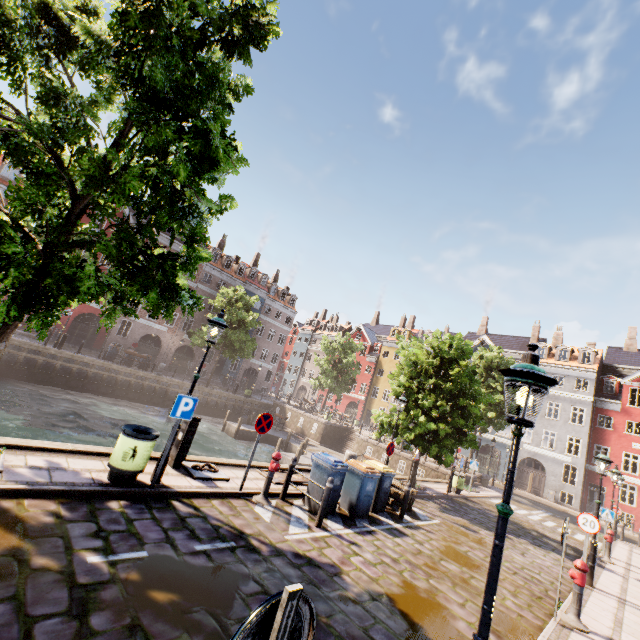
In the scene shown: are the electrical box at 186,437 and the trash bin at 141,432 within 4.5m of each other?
yes

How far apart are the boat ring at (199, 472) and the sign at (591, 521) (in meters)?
10.43

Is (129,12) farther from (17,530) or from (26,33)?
(17,530)

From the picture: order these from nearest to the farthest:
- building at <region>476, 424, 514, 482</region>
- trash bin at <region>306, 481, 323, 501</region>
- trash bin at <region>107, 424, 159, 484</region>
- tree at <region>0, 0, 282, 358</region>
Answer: tree at <region>0, 0, 282, 358</region> → trash bin at <region>107, 424, 159, 484</region> → trash bin at <region>306, 481, 323, 501</region> → building at <region>476, 424, 514, 482</region>

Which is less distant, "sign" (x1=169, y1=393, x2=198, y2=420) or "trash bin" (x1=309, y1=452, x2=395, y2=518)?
"sign" (x1=169, y1=393, x2=198, y2=420)

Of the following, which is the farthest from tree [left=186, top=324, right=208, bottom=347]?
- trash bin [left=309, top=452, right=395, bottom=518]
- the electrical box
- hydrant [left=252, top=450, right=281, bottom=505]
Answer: trash bin [left=309, top=452, right=395, bottom=518]

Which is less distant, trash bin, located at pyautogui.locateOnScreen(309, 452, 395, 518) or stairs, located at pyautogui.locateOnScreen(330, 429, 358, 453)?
trash bin, located at pyautogui.locateOnScreen(309, 452, 395, 518)

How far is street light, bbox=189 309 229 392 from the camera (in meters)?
7.31
